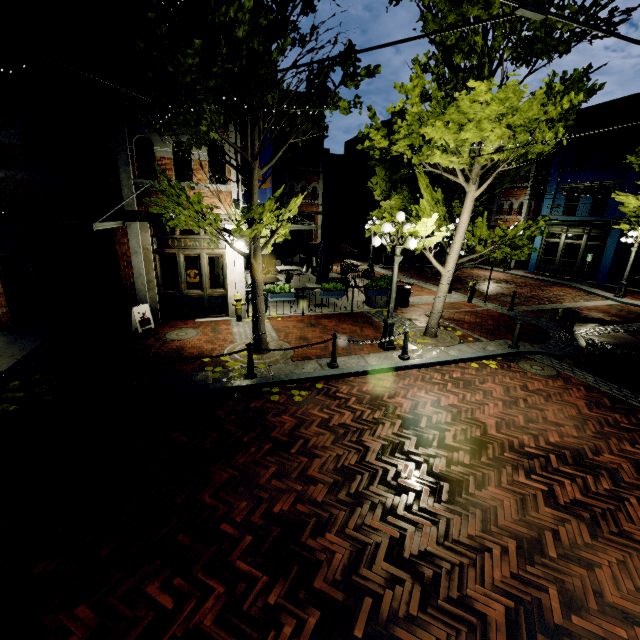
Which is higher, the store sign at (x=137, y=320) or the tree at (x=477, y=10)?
the tree at (x=477, y=10)

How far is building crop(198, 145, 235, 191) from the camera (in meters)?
9.54

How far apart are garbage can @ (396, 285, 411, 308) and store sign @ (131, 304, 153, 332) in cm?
913

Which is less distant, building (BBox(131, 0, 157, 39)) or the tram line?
the tram line

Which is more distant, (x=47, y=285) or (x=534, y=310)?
(x=534, y=310)

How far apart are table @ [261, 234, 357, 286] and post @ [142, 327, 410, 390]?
7.7 meters

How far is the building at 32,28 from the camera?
7.6 meters

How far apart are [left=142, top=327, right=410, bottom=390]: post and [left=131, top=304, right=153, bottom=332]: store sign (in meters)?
4.38
